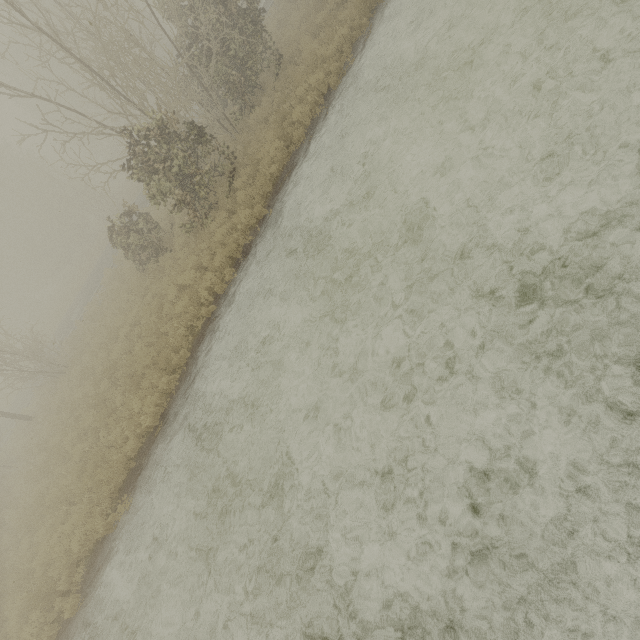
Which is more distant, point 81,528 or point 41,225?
point 41,225
